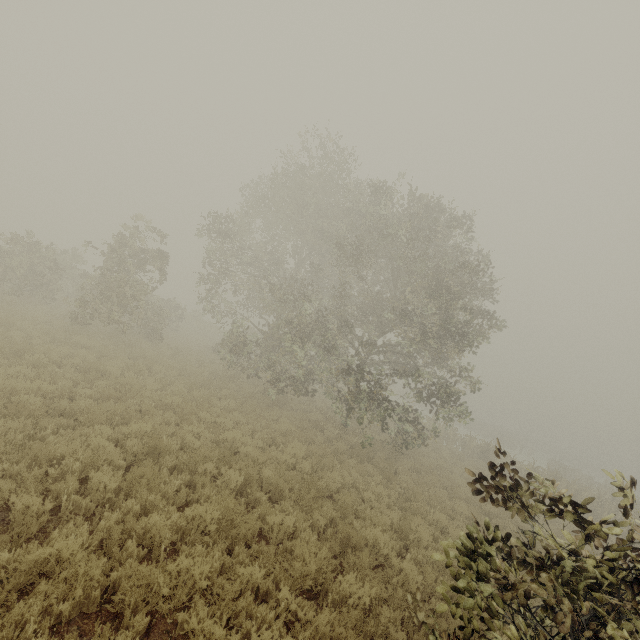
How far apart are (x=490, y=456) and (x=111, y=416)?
24.69m
